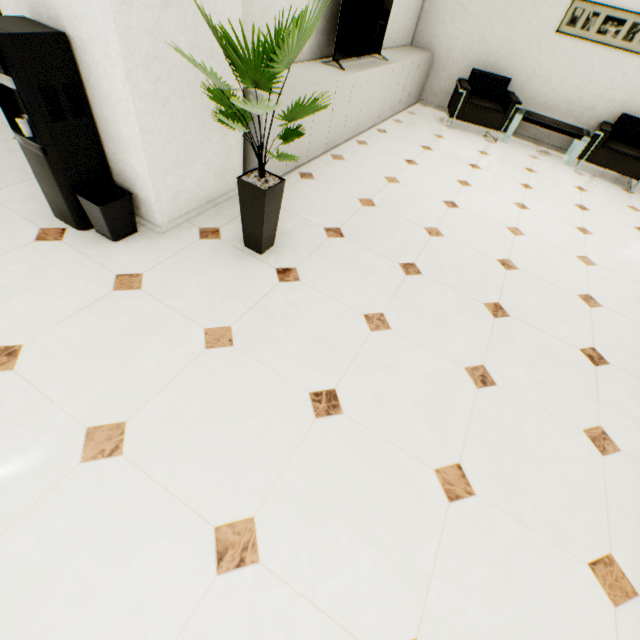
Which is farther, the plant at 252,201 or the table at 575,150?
the table at 575,150

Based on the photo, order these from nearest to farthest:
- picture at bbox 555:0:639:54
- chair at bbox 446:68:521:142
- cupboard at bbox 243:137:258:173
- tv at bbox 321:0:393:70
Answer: cupboard at bbox 243:137:258:173 → tv at bbox 321:0:393:70 → picture at bbox 555:0:639:54 → chair at bbox 446:68:521:142

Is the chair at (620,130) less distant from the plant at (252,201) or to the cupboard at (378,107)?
the cupboard at (378,107)

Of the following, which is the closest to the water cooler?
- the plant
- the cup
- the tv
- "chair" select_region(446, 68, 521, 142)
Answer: the cup

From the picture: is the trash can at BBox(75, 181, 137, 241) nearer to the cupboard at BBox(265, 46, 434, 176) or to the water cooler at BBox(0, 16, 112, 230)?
the water cooler at BBox(0, 16, 112, 230)

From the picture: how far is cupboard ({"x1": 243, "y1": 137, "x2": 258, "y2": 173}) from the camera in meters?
2.9 m

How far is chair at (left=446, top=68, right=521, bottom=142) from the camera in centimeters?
529cm

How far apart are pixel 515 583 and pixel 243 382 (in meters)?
1.53
